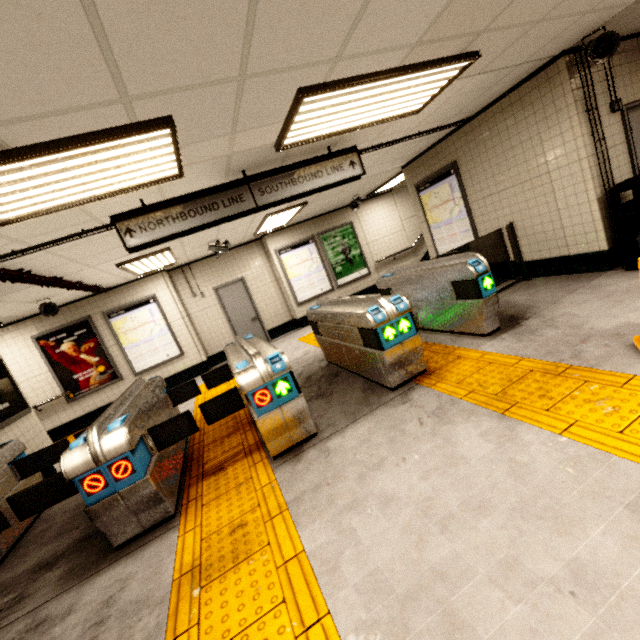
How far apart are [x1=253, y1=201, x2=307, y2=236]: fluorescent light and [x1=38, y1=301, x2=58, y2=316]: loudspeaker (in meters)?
4.40

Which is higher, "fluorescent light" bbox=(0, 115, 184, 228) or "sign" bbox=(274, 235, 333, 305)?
"fluorescent light" bbox=(0, 115, 184, 228)

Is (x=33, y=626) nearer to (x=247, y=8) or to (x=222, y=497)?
(x=222, y=497)

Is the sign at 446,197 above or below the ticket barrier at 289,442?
above

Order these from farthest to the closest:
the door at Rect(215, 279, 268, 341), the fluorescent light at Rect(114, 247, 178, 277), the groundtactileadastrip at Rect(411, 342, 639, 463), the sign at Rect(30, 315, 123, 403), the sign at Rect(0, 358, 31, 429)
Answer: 1. the door at Rect(215, 279, 268, 341)
2. the sign at Rect(30, 315, 123, 403)
3. the fluorescent light at Rect(114, 247, 178, 277)
4. the sign at Rect(0, 358, 31, 429)
5. the groundtactileadastrip at Rect(411, 342, 639, 463)

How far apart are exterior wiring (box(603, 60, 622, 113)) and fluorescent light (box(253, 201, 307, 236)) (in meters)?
4.98

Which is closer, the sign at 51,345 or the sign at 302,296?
the sign at 51,345

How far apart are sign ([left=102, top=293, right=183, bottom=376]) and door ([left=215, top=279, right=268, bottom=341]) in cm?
146
